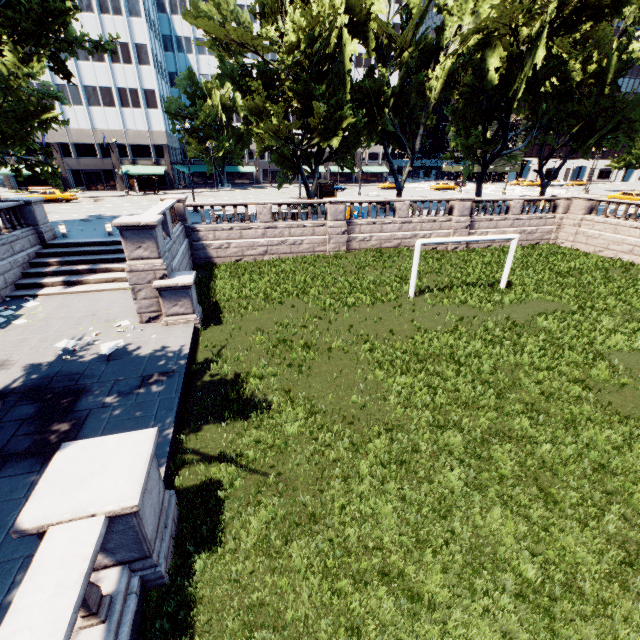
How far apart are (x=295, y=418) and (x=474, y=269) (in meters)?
17.14

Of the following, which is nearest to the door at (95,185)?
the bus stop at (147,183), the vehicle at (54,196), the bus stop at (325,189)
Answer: the bus stop at (147,183)

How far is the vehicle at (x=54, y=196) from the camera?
37.5m

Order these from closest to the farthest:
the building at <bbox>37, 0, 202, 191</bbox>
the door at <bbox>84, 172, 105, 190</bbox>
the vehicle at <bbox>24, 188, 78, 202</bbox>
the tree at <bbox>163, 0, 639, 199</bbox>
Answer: the tree at <bbox>163, 0, 639, 199</bbox>, the vehicle at <bbox>24, 188, 78, 202</bbox>, the building at <bbox>37, 0, 202, 191</bbox>, the door at <bbox>84, 172, 105, 190</bbox>

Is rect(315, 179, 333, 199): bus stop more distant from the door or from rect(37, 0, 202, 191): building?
the door

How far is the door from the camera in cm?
5253

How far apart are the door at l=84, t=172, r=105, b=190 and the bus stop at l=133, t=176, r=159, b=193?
9.5m

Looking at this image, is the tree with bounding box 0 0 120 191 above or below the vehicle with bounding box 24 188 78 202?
above
